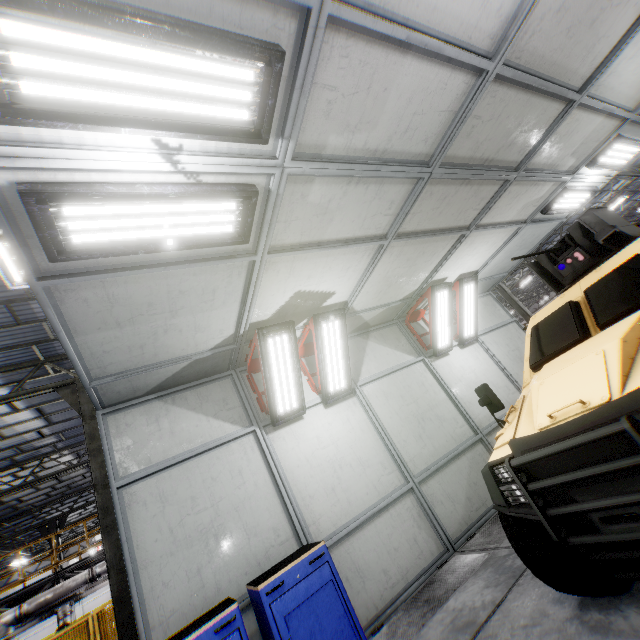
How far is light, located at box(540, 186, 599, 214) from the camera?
6.3m

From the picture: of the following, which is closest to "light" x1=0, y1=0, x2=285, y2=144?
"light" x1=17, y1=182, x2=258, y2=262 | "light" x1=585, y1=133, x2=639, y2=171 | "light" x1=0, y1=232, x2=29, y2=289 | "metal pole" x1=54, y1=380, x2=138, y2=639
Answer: "light" x1=17, y1=182, x2=258, y2=262

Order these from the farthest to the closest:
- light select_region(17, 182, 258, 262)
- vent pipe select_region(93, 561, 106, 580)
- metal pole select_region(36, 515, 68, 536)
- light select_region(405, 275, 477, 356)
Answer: metal pole select_region(36, 515, 68, 536), vent pipe select_region(93, 561, 106, 580), light select_region(405, 275, 477, 356), light select_region(17, 182, 258, 262)

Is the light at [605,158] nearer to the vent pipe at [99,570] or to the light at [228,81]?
the light at [228,81]

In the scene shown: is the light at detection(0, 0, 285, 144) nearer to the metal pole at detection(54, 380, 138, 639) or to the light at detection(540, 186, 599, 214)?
the light at detection(540, 186, 599, 214)

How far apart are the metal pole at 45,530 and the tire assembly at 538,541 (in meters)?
24.30

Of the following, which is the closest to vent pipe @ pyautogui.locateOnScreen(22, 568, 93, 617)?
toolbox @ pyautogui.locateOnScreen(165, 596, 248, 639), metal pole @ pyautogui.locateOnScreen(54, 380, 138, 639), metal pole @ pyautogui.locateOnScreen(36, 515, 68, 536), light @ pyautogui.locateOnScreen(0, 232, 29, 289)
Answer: metal pole @ pyautogui.locateOnScreen(54, 380, 138, 639)

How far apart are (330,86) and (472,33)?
1.4m
